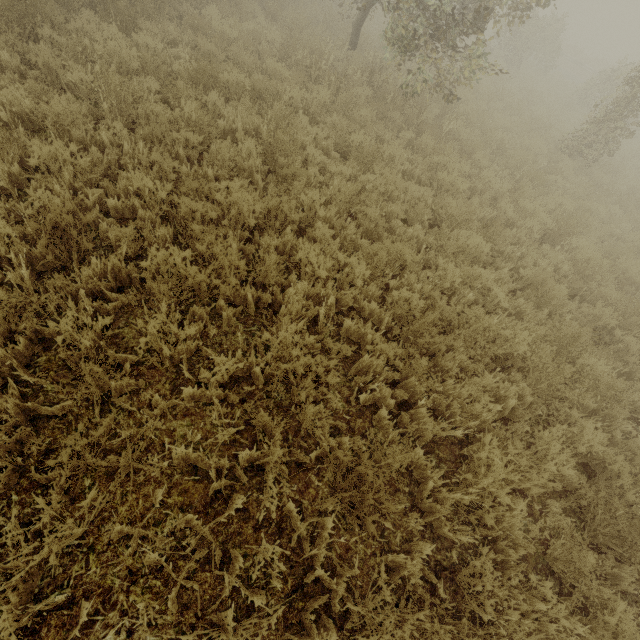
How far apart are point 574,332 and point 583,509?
2.3m
